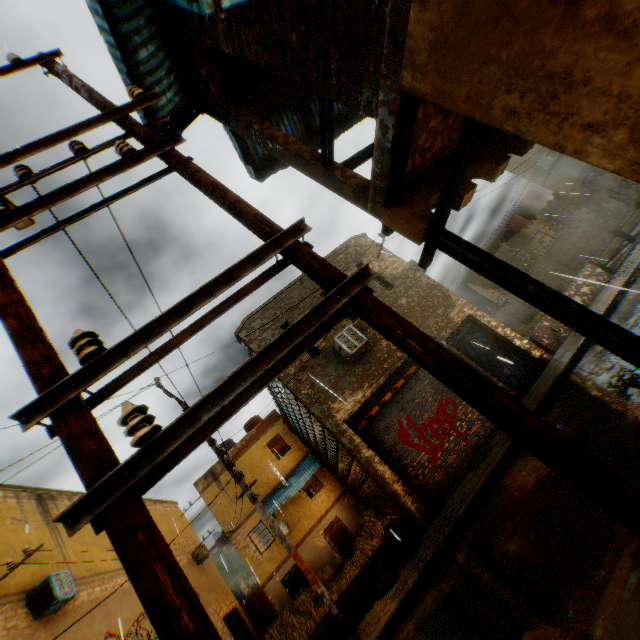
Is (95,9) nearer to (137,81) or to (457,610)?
(137,81)

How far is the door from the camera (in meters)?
10.41

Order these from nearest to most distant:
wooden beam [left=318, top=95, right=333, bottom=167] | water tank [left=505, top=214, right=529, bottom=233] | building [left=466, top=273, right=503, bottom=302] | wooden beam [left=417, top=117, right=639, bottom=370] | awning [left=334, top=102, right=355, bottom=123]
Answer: wooden beam [left=417, top=117, right=639, bottom=370]
wooden beam [left=318, top=95, right=333, bottom=167]
awning [left=334, top=102, right=355, bottom=123]
water tank [left=505, top=214, right=529, bottom=233]
building [left=466, top=273, right=503, bottom=302]

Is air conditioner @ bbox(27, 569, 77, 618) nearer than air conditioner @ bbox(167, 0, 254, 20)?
No

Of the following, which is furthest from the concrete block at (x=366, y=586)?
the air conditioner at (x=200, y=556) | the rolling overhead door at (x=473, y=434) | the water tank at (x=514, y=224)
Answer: the water tank at (x=514, y=224)

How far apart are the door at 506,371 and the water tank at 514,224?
30.1 meters

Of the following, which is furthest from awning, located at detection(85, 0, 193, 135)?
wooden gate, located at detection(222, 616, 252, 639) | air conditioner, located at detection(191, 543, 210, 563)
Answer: wooden gate, located at detection(222, 616, 252, 639)

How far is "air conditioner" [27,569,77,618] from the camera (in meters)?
9.55
